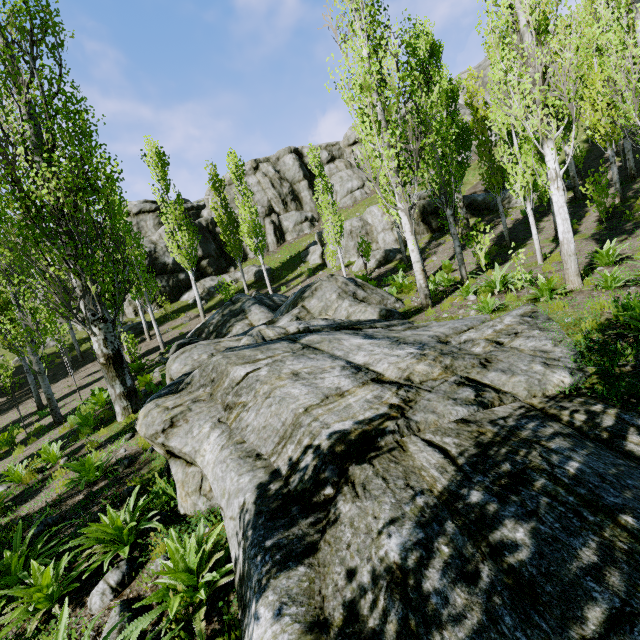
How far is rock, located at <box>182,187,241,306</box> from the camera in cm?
2934

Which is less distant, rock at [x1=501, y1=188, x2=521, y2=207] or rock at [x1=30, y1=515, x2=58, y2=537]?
rock at [x1=30, y1=515, x2=58, y2=537]

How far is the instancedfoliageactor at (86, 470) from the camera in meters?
6.1

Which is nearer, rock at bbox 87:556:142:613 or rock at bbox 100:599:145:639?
rock at bbox 100:599:145:639

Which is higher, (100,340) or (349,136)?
(349,136)

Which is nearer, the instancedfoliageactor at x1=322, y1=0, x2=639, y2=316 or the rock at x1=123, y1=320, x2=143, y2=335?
the instancedfoliageactor at x1=322, y1=0, x2=639, y2=316

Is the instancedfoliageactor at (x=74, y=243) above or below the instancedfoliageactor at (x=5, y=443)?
above
